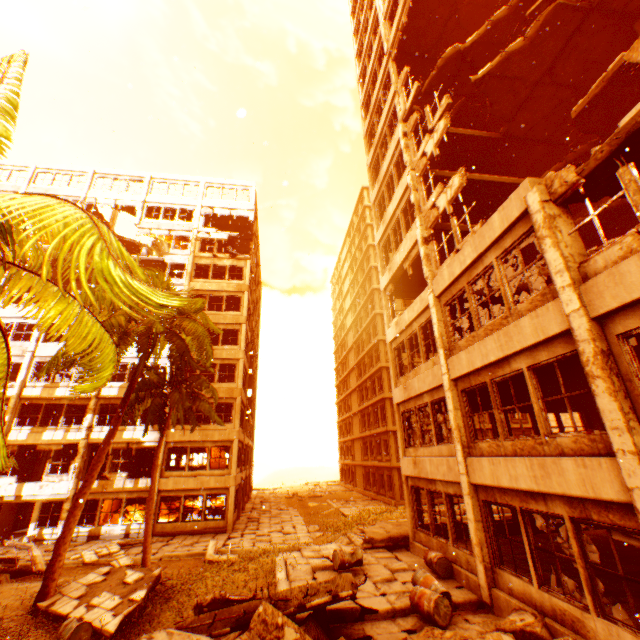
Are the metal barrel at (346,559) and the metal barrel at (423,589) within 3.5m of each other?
yes

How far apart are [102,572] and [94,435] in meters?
12.9

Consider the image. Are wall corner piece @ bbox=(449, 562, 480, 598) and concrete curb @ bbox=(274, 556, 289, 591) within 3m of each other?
no

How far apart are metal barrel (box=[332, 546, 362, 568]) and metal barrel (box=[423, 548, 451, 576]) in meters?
2.1

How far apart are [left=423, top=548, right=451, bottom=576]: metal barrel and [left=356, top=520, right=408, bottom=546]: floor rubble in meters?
2.9

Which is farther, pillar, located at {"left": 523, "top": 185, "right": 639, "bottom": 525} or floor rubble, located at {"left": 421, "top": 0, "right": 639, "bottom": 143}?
floor rubble, located at {"left": 421, "top": 0, "right": 639, "bottom": 143}

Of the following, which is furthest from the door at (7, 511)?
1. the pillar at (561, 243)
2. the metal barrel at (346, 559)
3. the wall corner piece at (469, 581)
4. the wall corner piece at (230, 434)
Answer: the pillar at (561, 243)

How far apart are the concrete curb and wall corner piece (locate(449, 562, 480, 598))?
4.73m
